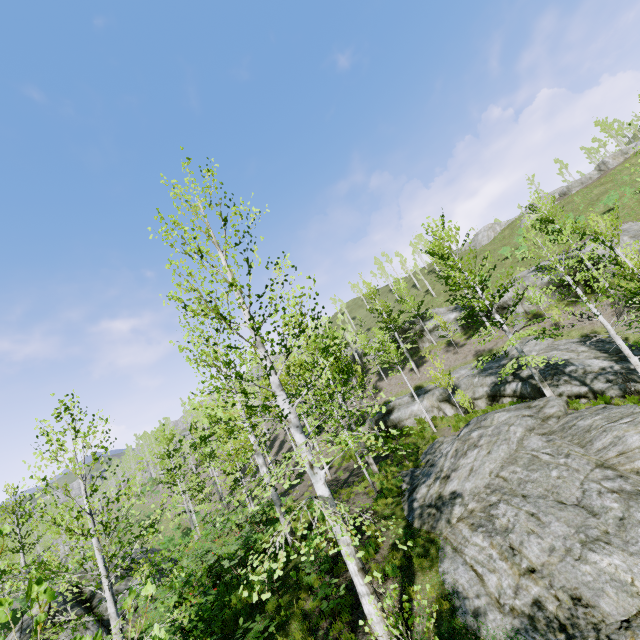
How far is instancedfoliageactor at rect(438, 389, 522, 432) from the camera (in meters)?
19.56

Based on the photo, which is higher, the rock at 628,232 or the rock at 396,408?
the rock at 628,232

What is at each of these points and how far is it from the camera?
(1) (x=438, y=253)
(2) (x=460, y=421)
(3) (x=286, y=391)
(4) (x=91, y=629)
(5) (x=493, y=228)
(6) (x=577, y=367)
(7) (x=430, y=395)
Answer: (1) instancedfoliageactor, 17.78m
(2) instancedfoliageactor, 20.94m
(3) instancedfoliageactor, 15.36m
(4) rock, 11.62m
(5) rock, 53.59m
(6) rock, 17.33m
(7) rock, 25.23m

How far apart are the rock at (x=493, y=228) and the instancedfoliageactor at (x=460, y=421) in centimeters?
4128cm

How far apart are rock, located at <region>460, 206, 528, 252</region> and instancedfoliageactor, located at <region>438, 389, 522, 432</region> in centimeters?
4128cm

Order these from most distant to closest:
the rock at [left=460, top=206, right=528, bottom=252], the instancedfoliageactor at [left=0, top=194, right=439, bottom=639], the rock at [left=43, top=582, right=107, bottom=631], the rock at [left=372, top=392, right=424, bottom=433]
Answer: →
the rock at [left=460, top=206, right=528, bottom=252]
the rock at [left=372, top=392, right=424, bottom=433]
the rock at [left=43, top=582, right=107, bottom=631]
the instancedfoliageactor at [left=0, top=194, right=439, bottom=639]

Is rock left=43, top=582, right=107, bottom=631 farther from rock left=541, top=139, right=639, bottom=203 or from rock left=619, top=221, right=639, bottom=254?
rock left=541, top=139, right=639, bottom=203

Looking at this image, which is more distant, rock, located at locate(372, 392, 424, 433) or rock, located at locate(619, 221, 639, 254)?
rock, located at locate(372, 392, 424, 433)
